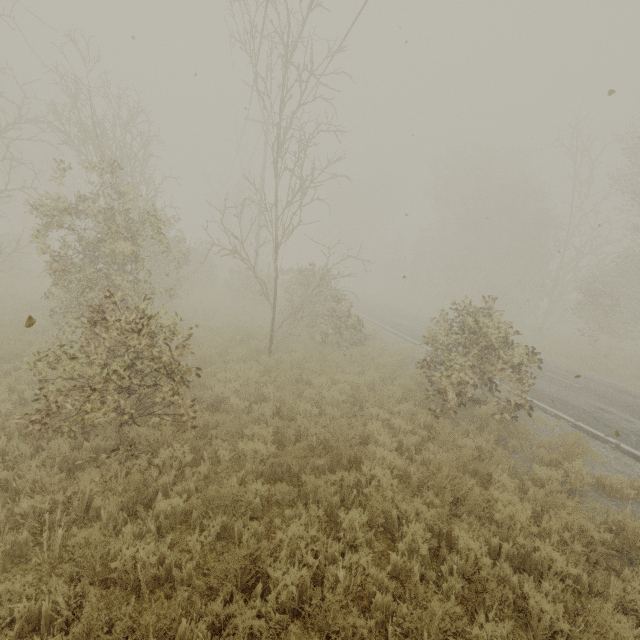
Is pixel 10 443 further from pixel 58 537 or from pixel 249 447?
pixel 249 447
